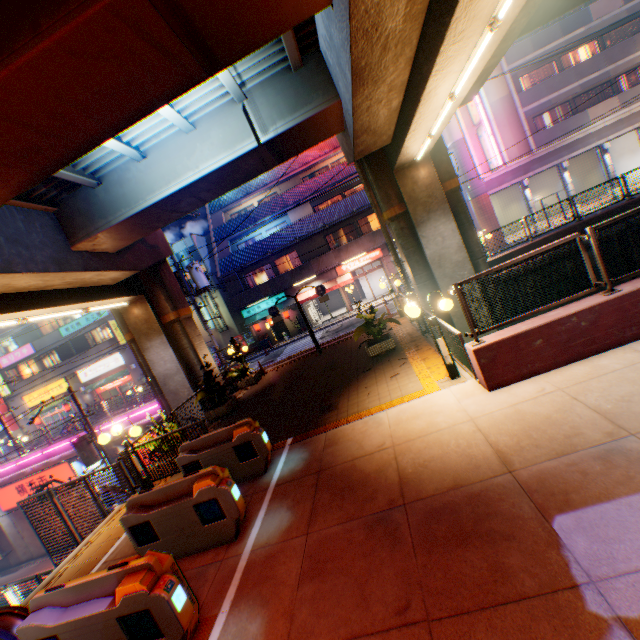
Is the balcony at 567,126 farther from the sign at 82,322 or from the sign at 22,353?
the sign at 22,353

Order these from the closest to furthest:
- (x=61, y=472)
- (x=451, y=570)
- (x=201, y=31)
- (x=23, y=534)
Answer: (x=451, y=570)
(x=201, y=31)
(x=61, y=472)
(x=23, y=534)

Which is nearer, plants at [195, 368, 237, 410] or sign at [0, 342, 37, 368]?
plants at [195, 368, 237, 410]

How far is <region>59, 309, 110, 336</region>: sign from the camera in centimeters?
3059cm

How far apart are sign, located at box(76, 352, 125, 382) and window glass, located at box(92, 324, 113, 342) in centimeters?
143cm

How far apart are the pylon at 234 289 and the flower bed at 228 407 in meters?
15.2

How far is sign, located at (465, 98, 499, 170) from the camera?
22.7m

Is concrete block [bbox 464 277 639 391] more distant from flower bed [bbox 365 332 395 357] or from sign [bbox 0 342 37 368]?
sign [bbox 0 342 37 368]
